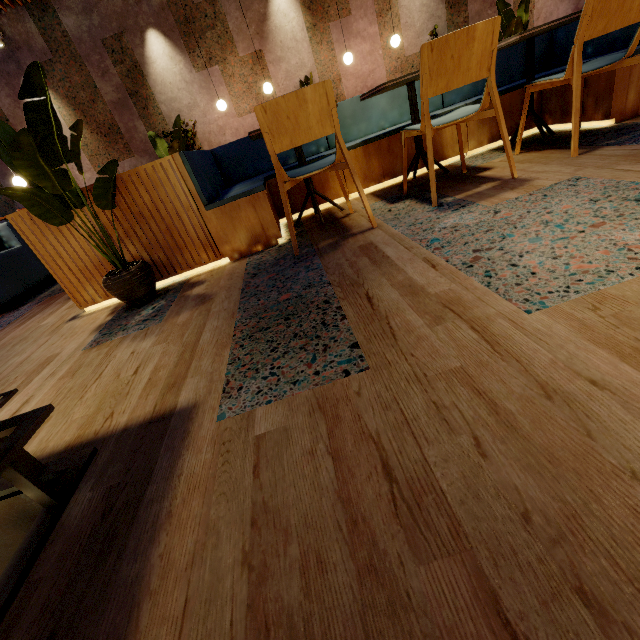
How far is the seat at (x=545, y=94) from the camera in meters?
2.7

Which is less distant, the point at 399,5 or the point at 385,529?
the point at 385,529

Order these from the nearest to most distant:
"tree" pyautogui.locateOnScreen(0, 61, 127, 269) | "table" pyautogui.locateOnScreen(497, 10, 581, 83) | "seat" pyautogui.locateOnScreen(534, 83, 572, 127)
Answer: "tree" pyautogui.locateOnScreen(0, 61, 127, 269), "table" pyautogui.locateOnScreen(497, 10, 581, 83), "seat" pyautogui.locateOnScreen(534, 83, 572, 127)

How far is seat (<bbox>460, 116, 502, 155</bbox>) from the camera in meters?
3.0

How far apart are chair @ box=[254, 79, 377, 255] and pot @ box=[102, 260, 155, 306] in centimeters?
103cm

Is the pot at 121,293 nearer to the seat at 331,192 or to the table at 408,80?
the seat at 331,192

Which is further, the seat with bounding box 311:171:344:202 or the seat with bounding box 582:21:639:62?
the seat with bounding box 311:171:344:202

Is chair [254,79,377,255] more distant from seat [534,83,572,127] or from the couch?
the couch
